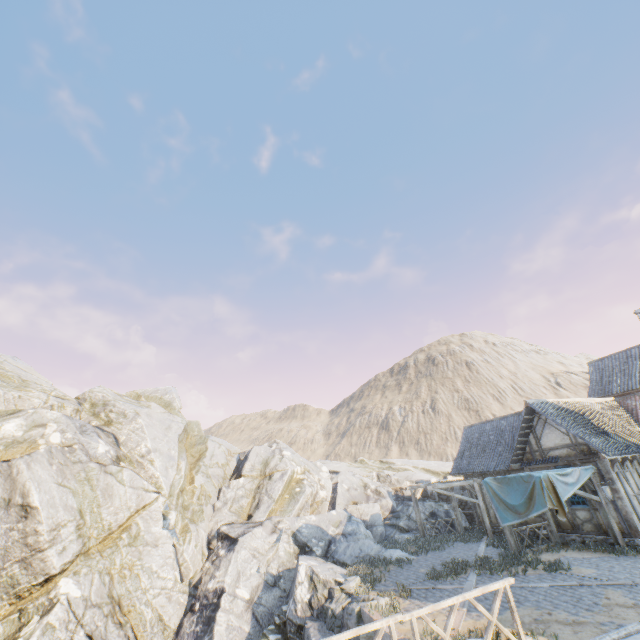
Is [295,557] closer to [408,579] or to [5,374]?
[408,579]

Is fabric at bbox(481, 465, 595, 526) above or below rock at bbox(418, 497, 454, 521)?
above

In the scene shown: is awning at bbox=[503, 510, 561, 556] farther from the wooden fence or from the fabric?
the wooden fence

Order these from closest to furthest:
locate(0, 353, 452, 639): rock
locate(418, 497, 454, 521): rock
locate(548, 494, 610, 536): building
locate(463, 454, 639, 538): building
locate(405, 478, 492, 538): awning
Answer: locate(0, 353, 452, 639): rock < locate(463, 454, 639, 538): building < locate(548, 494, 610, 536): building < locate(405, 478, 492, 538): awning < locate(418, 497, 454, 521): rock

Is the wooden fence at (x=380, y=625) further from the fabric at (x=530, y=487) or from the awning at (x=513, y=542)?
the awning at (x=513, y=542)

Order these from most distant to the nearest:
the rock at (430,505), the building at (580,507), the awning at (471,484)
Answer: the rock at (430,505)
the awning at (471,484)
the building at (580,507)

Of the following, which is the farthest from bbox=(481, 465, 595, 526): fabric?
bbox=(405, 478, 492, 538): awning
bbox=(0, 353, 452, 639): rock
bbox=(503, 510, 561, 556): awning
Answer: bbox=(0, 353, 452, 639): rock

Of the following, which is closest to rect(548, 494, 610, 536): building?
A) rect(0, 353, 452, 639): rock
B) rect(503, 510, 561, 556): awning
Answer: rect(503, 510, 561, 556): awning
